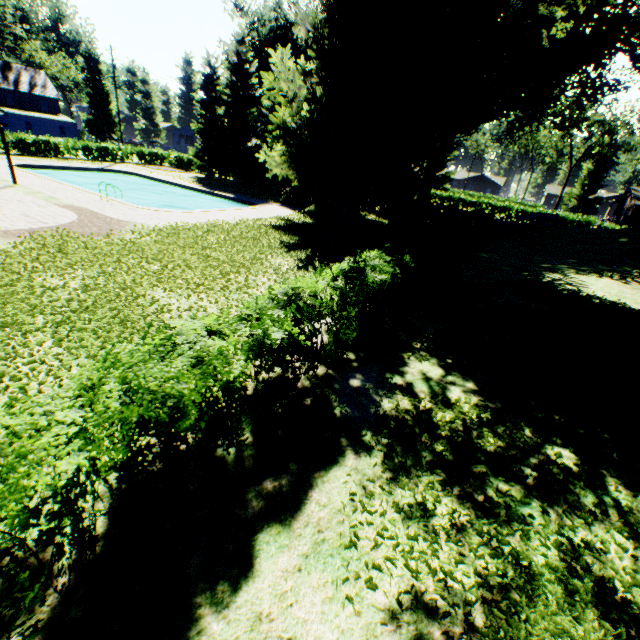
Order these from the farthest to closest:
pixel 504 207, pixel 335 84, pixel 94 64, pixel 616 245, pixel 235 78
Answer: pixel 94 64
pixel 504 207
pixel 235 78
pixel 616 245
pixel 335 84

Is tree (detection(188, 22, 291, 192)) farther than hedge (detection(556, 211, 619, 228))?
No

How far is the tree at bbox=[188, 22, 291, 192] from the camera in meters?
31.7 m

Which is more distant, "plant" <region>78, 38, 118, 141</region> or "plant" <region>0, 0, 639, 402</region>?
"plant" <region>78, 38, 118, 141</region>

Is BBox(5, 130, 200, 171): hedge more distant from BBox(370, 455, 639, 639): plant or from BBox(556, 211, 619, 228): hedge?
BBox(556, 211, 619, 228): hedge

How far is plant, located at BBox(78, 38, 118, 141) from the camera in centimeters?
5469cm

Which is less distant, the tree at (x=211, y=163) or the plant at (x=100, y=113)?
the tree at (x=211, y=163)

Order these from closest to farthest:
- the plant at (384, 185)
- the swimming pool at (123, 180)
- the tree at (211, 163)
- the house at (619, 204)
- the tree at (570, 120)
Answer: the plant at (384, 185), the swimming pool at (123, 180), the tree at (211, 163), the house at (619, 204), the tree at (570, 120)
